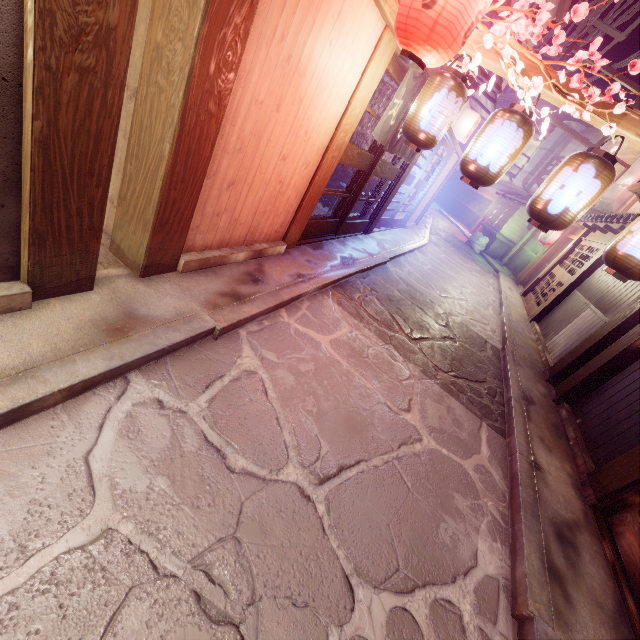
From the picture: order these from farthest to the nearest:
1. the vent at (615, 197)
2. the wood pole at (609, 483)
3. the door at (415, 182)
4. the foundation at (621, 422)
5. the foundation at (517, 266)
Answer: the foundation at (517, 266)
the vent at (615, 197)
the door at (415, 182)
the foundation at (621, 422)
the wood pole at (609, 483)

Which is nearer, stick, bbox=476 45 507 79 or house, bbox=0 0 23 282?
house, bbox=0 0 23 282

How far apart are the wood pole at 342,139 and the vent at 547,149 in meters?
45.3 m

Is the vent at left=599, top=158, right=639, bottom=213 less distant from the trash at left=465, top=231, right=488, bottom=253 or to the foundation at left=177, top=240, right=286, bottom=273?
the trash at left=465, top=231, right=488, bottom=253

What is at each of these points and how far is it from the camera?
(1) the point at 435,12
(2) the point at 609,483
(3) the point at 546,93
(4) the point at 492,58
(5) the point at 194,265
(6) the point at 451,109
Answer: (1) lantern, 4.64m
(2) wood pole, 6.52m
(3) stick, 5.44m
(4) stick, 5.60m
(5) foundation, 5.99m
(6) lantern, 6.02m

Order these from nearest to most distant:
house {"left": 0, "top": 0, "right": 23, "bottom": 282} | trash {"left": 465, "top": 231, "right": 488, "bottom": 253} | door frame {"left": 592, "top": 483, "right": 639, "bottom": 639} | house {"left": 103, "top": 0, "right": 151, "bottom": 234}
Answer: house {"left": 0, "top": 0, "right": 23, "bottom": 282}, house {"left": 103, "top": 0, "right": 151, "bottom": 234}, door frame {"left": 592, "top": 483, "right": 639, "bottom": 639}, trash {"left": 465, "top": 231, "right": 488, "bottom": 253}

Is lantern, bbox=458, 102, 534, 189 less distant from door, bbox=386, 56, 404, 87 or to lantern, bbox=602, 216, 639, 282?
lantern, bbox=602, 216, 639, 282

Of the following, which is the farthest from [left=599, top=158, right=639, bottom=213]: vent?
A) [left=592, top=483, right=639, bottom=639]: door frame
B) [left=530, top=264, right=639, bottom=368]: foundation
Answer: [left=592, top=483, right=639, bottom=639]: door frame
